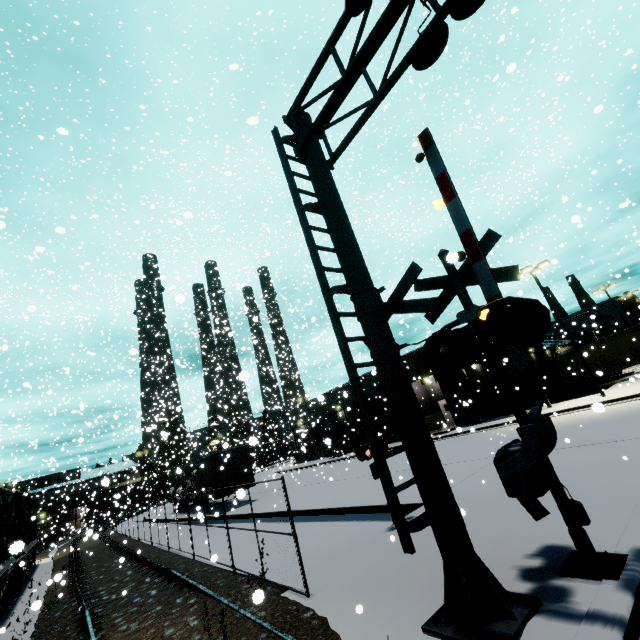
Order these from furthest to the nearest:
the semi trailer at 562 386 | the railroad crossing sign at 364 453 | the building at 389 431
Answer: the building at 389 431 → the semi trailer at 562 386 → the railroad crossing sign at 364 453

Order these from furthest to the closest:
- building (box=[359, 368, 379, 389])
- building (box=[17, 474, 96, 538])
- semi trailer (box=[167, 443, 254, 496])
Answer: building (box=[17, 474, 96, 538]), semi trailer (box=[167, 443, 254, 496]), building (box=[359, 368, 379, 389])

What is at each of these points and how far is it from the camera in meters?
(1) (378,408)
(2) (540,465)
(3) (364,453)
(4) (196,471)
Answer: (1) building, 36.2 m
(2) railroad crossing gate, 4.7 m
(3) railroad crossing sign, 8.8 m
(4) semi trailer, 23.8 m

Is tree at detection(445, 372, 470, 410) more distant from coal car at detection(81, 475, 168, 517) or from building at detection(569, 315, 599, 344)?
coal car at detection(81, 475, 168, 517)

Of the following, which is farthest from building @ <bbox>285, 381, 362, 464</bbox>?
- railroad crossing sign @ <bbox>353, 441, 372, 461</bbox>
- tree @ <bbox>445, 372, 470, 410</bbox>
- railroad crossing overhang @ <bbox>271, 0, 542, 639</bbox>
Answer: railroad crossing sign @ <bbox>353, 441, 372, 461</bbox>

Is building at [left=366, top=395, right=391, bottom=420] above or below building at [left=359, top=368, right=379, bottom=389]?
below

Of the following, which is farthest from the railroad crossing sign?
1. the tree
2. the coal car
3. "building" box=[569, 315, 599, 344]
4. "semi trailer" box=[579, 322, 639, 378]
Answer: the coal car

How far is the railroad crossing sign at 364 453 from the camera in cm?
875
